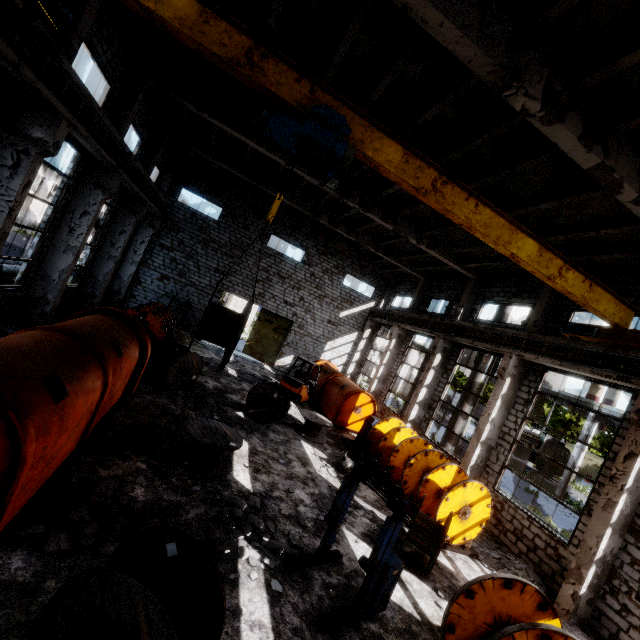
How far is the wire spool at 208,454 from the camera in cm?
772

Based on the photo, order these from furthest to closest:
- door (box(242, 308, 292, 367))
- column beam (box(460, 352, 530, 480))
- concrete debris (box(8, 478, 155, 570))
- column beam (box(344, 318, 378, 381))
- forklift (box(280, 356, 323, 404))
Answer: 1. column beam (box(344, 318, 378, 381))
2. door (box(242, 308, 292, 367))
3. forklift (box(280, 356, 323, 404))
4. column beam (box(460, 352, 530, 480))
5. concrete debris (box(8, 478, 155, 570))

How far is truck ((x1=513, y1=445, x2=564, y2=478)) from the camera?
32.0 meters

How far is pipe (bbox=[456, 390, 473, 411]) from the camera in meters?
16.4

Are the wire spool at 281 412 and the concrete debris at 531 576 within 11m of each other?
yes

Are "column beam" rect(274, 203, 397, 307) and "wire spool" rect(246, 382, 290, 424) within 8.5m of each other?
no

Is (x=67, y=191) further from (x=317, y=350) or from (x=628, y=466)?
(x=628, y=466)

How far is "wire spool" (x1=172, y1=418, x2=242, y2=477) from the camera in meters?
7.7 m
